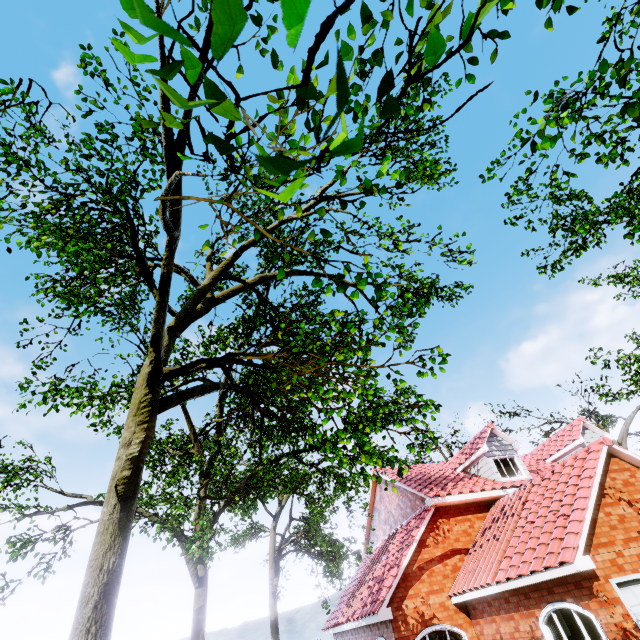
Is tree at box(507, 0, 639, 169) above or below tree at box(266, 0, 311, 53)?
above

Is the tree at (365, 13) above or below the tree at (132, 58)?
above

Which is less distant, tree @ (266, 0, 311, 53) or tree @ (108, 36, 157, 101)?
tree @ (266, 0, 311, 53)

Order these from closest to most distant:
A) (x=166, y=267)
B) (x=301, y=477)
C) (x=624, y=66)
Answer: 1. (x=624, y=66)
2. (x=166, y=267)
3. (x=301, y=477)

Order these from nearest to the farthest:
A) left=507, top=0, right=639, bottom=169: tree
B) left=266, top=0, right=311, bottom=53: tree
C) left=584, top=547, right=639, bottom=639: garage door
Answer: left=266, top=0, right=311, bottom=53: tree → left=507, top=0, right=639, bottom=169: tree → left=584, top=547, right=639, bottom=639: garage door

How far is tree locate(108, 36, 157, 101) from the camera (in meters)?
1.15

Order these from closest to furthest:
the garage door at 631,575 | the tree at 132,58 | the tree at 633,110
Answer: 1. the tree at 132,58
2. the tree at 633,110
3. the garage door at 631,575
